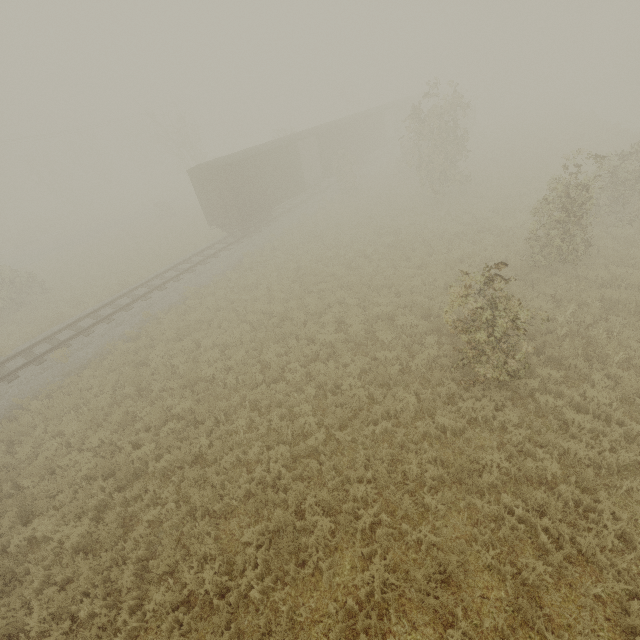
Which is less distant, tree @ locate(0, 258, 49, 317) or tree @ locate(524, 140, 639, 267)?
tree @ locate(524, 140, 639, 267)

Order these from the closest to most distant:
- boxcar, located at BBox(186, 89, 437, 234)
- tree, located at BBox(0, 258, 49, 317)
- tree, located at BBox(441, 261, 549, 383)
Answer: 1. tree, located at BBox(441, 261, 549, 383)
2. tree, located at BBox(0, 258, 49, 317)
3. boxcar, located at BBox(186, 89, 437, 234)

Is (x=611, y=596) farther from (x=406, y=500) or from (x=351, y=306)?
(x=351, y=306)

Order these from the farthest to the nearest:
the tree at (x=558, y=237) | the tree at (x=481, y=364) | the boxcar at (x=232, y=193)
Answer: the boxcar at (x=232, y=193) < the tree at (x=558, y=237) < the tree at (x=481, y=364)

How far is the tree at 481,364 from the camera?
6.73m

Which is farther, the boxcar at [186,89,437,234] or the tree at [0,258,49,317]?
the boxcar at [186,89,437,234]
